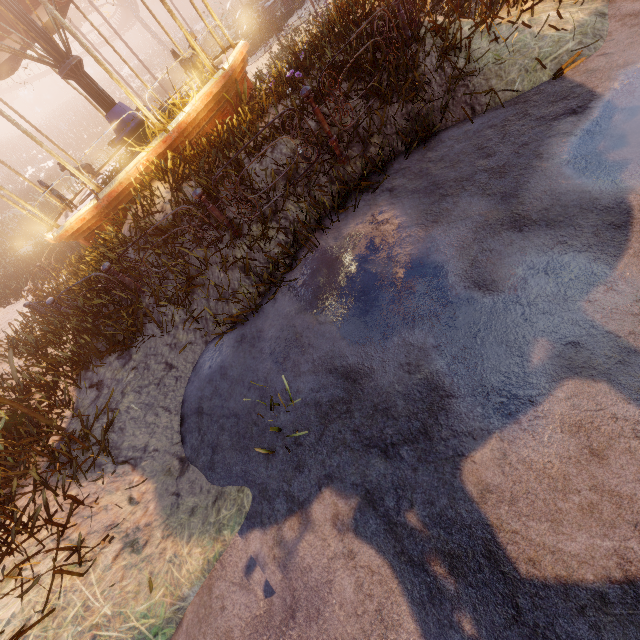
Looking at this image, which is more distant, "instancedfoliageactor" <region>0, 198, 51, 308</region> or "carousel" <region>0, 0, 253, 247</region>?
"instancedfoliageactor" <region>0, 198, 51, 308</region>

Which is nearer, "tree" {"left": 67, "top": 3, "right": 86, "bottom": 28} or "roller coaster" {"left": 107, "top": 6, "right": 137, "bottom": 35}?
"tree" {"left": 67, "top": 3, "right": 86, "bottom": 28}

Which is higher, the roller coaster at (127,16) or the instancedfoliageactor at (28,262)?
the roller coaster at (127,16)

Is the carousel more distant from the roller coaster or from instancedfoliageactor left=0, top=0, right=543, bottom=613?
the roller coaster

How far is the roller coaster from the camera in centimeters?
3788cm

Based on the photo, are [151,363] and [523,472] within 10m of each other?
yes

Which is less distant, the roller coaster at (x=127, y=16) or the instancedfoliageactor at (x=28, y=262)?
the instancedfoliageactor at (x=28, y=262)
